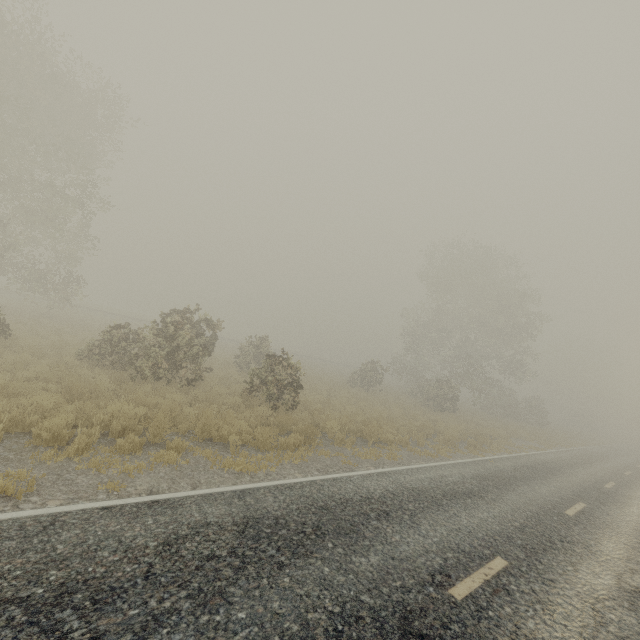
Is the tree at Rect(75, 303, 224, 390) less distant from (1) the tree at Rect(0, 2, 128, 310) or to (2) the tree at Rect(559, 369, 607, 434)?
(1) the tree at Rect(0, 2, 128, 310)

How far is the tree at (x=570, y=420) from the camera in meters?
50.9 m

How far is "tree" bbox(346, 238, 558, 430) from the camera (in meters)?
30.61

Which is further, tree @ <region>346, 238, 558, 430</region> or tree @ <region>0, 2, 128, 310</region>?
tree @ <region>346, 238, 558, 430</region>

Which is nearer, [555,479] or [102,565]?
[102,565]

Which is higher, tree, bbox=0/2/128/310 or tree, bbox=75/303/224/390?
tree, bbox=0/2/128/310

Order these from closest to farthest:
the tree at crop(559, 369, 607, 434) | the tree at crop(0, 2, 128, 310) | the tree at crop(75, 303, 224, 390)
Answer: the tree at crop(75, 303, 224, 390) < the tree at crop(0, 2, 128, 310) < the tree at crop(559, 369, 607, 434)

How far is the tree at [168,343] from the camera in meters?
12.2
